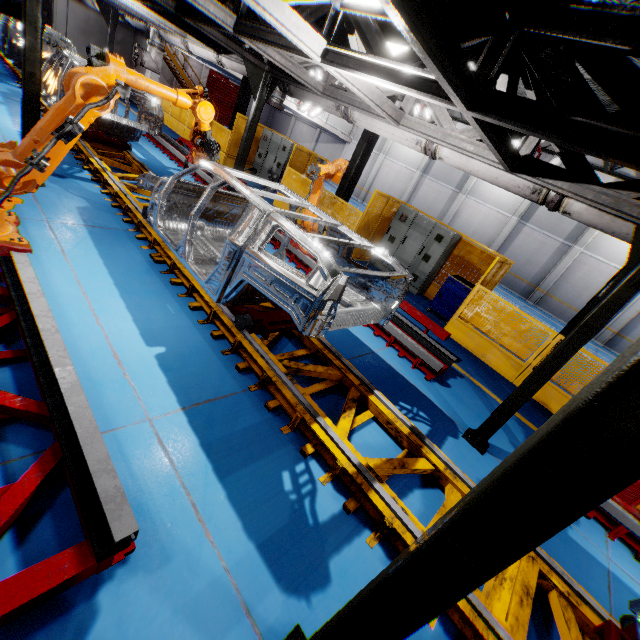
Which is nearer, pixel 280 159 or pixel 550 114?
pixel 550 114

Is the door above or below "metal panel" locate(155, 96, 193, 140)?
above

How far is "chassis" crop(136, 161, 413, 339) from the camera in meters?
3.1

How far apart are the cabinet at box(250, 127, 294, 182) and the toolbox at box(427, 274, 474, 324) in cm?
872

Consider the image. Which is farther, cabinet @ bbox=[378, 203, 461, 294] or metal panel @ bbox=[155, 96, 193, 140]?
metal panel @ bbox=[155, 96, 193, 140]

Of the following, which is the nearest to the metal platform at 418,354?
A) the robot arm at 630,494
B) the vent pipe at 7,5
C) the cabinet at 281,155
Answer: the robot arm at 630,494

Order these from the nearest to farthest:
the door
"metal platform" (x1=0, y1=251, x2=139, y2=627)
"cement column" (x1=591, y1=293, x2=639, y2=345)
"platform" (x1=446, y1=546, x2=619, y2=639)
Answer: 1. "metal platform" (x1=0, y1=251, x2=139, y2=627)
2. "platform" (x1=446, y1=546, x2=619, y2=639)
3. "cement column" (x1=591, y1=293, x2=639, y2=345)
4. the door

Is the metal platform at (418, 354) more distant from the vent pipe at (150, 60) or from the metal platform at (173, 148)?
the vent pipe at (150, 60)
